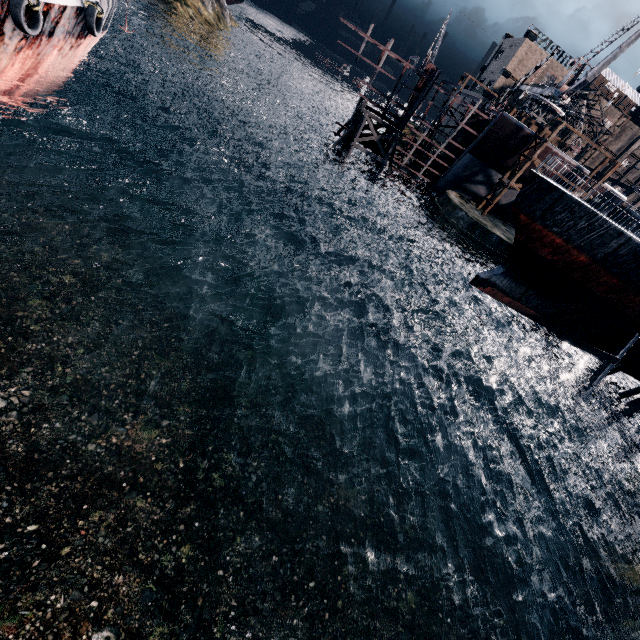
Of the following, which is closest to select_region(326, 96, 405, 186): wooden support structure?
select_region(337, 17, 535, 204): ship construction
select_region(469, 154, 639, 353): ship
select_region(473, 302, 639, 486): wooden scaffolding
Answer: select_region(337, 17, 535, 204): ship construction

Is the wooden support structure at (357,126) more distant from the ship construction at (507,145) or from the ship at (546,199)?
the ship at (546,199)

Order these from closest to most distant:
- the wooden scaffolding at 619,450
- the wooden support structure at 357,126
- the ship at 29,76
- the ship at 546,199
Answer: the ship at 29,76 < the ship at 546,199 < the wooden scaffolding at 619,450 < the wooden support structure at 357,126

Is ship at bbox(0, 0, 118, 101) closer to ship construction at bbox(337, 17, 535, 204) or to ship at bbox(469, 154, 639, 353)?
ship at bbox(469, 154, 639, 353)

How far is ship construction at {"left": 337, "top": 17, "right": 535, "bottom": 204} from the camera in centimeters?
→ 3603cm

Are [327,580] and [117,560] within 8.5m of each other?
yes

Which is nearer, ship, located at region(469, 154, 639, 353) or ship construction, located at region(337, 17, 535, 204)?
ship, located at region(469, 154, 639, 353)
